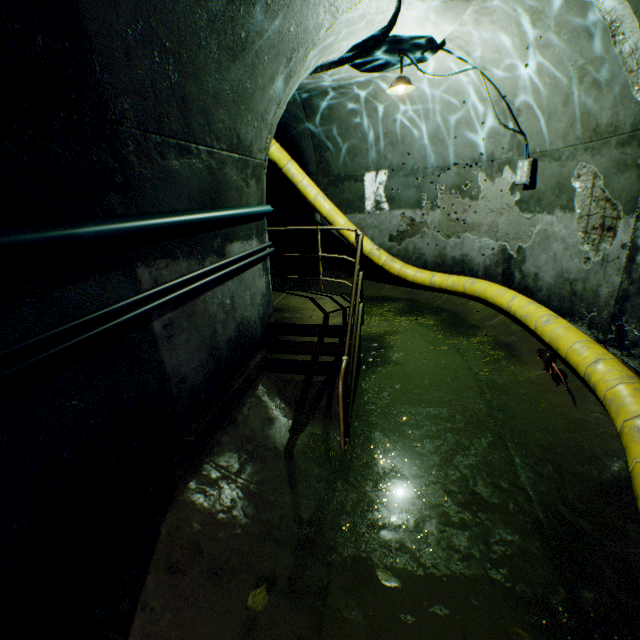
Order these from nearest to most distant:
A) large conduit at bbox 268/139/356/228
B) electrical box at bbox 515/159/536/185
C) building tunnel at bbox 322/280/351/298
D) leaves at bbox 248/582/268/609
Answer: leaves at bbox 248/582/268/609 → electrical box at bbox 515/159/536/185 → large conduit at bbox 268/139/356/228 → building tunnel at bbox 322/280/351/298

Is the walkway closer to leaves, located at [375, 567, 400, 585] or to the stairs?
the stairs

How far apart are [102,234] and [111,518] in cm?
193

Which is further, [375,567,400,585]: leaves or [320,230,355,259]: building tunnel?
[320,230,355,259]: building tunnel

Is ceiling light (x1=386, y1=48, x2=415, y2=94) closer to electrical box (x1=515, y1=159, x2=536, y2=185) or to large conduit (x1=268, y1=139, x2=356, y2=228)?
electrical box (x1=515, y1=159, x2=536, y2=185)

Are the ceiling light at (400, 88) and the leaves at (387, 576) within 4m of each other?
no

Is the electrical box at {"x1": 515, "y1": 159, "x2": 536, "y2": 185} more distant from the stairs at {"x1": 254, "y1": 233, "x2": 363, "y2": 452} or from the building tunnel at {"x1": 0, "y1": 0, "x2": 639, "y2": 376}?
the stairs at {"x1": 254, "y1": 233, "x2": 363, "y2": 452}

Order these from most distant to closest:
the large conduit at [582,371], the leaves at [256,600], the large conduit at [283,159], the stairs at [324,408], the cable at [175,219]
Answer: the large conduit at [283,159], the stairs at [324,408], the large conduit at [582,371], the leaves at [256,600], the cable at [175,219]
